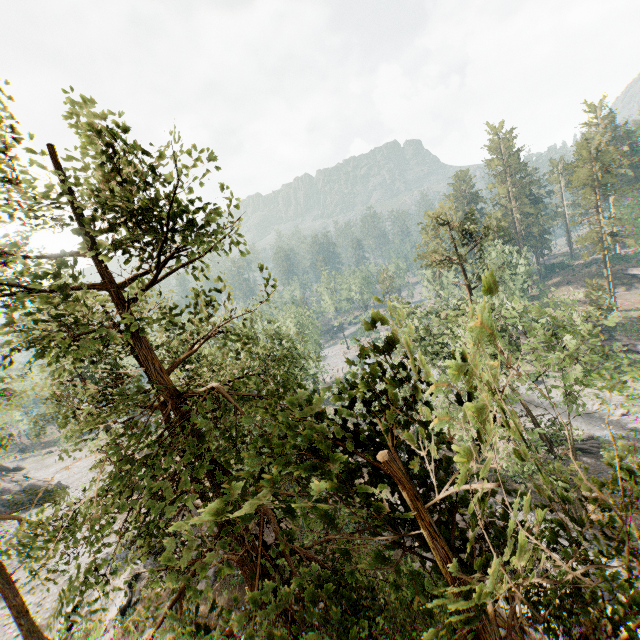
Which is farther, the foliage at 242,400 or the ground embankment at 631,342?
the ground embankment at 631,342

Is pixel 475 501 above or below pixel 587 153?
below

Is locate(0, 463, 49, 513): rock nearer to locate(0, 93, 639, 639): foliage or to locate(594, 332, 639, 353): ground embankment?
locate(0, 93, 639, 639): foliage

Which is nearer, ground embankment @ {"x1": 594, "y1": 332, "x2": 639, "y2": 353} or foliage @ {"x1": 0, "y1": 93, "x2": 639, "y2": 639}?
foliage @ {"x1": 0, "y1": 93, "x2": 639, "y2": 639}

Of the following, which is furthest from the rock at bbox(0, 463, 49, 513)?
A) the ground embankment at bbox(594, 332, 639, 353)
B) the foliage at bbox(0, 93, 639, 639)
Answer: the ground embankment at bbox(594, 332, 639, 353)

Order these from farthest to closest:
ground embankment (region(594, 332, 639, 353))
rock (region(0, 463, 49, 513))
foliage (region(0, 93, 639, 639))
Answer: ground embankment (region(594, 332, 639, 353))
rock (region(0, 463, 49, 513))
foliage (region(0, 93, 639, 639))

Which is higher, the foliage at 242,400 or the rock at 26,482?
the foliage at 242,400
